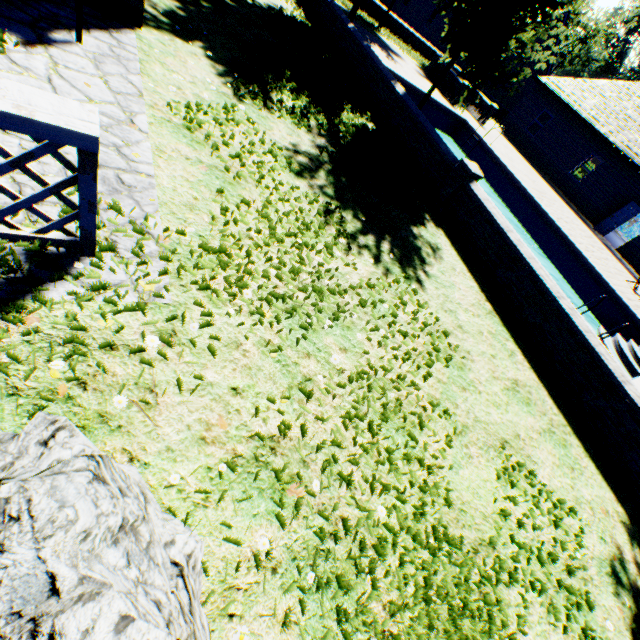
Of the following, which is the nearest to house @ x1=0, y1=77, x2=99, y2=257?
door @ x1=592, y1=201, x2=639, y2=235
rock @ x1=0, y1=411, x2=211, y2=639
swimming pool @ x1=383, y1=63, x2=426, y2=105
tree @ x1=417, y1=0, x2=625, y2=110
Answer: rock @ x1=0, y1=411, x2=211, y2=639

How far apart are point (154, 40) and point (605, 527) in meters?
9.1

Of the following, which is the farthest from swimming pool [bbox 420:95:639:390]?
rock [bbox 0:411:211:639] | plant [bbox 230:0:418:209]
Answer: rock [bbox 0:411:211:639]

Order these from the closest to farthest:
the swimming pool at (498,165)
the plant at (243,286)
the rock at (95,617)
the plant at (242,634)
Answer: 1. the rock at (95,617)
2. the plant at (242,634)
3. the plant at (243,286)
4. the swimming pool at (498,165)

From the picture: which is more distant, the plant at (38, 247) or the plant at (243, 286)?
the plant at (243, 286)

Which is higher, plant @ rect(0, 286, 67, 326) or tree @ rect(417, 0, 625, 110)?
tree @ rect(417, 0, 625, 110)

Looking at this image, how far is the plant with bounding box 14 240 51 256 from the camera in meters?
2.2
